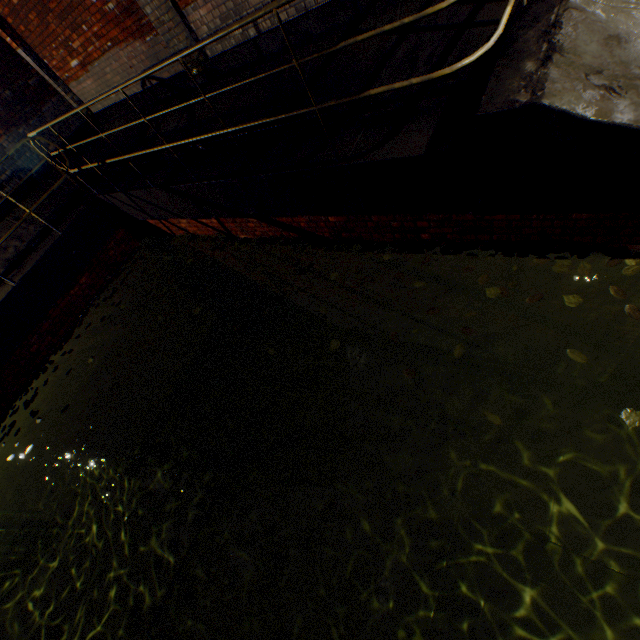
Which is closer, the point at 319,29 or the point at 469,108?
the point at 469,108

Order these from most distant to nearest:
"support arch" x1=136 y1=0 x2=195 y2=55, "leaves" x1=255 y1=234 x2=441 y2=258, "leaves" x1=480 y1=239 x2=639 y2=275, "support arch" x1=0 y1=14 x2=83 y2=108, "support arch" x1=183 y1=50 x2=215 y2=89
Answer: "support arch" x1=0 y1=14 x2=83 y2=108 → "support arch" x1=183 y1=50 x2=215 y2=89 → "support arch" x1=136 y1=0 x2=195 y2=55 → "leaves" x1=255 y1=234 x2=441 y2=258 → "leaves" x1=480 y1=239 x2=639 y2=275

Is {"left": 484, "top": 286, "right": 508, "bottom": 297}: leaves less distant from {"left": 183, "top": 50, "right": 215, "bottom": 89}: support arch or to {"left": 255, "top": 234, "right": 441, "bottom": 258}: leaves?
{"left": 255, "top": 234, "right": 441, "bottom": 258}: leaves

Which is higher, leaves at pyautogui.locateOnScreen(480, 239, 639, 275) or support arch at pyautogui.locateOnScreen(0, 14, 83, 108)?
support arch at pyautogui.locateOnScreen(0, 14, 83, 108)

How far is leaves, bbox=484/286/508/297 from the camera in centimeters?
312cm

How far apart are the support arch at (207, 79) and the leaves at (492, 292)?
5.60m

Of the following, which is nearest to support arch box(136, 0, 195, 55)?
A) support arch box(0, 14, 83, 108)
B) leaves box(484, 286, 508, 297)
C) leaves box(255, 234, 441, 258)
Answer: support arch box(0, 14, 83, 108)

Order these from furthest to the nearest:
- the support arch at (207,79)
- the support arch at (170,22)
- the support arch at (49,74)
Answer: the support arch at (49,74) → the support arch at (207,79) → the support arch at (170,22)
